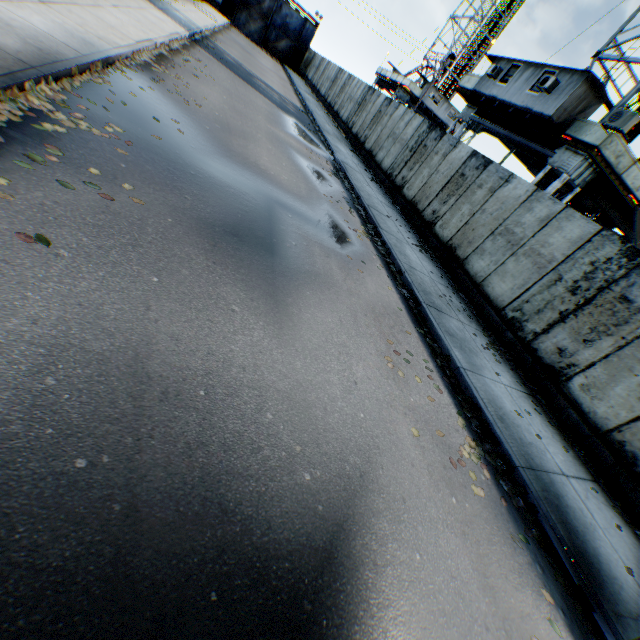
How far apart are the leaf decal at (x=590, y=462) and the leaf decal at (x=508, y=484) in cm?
224

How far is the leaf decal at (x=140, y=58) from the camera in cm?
834

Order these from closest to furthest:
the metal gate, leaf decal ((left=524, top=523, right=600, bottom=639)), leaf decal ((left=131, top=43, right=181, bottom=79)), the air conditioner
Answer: leaf decal ((left=524, top=523, right=600, bottom=639)) < leaf decal ((left=131, top=43, right=181, bottom=79)) < the air conditioner < the metal gate

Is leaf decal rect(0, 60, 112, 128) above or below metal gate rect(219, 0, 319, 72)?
below

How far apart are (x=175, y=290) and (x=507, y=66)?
21.96m

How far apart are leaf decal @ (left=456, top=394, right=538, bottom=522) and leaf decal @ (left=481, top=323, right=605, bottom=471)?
2.24m

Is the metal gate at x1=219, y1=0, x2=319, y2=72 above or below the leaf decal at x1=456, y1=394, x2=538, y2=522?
above

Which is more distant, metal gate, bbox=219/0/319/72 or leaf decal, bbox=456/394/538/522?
metal gate, bbox=219/0/319/72
